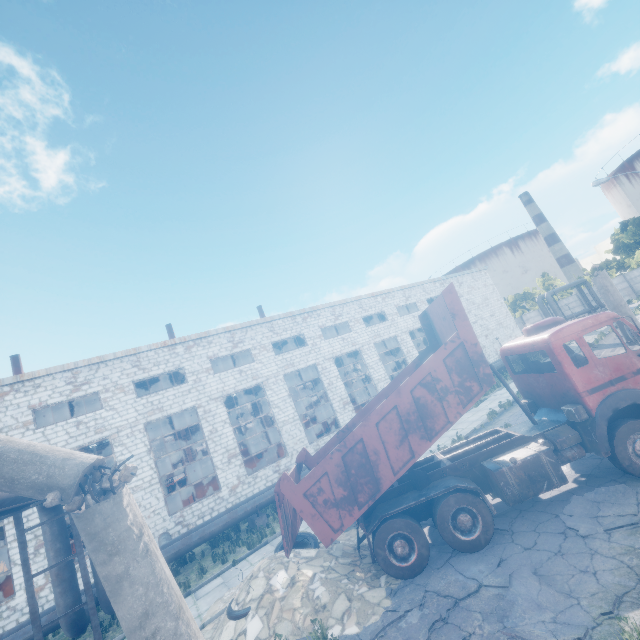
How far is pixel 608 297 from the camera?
9.02m

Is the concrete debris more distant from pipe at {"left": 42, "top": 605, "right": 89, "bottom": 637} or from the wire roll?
pipe at {"left": 42, "top": 605, "right": 89, "bottom": 637}

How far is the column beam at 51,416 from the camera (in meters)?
21.19

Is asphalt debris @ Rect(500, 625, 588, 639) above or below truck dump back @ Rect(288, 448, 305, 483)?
below

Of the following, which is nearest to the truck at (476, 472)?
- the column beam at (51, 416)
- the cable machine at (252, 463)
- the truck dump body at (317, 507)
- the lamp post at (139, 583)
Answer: the truck dump body at (317, 507)

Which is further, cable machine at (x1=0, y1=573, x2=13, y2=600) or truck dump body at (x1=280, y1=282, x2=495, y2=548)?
cable machine at (x1=0, y1=573, x2=13, y2=600)

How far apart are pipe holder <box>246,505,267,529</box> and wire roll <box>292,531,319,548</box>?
5.15m

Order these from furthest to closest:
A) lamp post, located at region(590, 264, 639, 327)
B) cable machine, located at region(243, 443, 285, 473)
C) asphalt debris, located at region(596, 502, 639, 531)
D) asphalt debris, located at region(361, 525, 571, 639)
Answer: cable machine, located at region(243, 443, 285, 473)
lamp post, located at region(590, 264, 639, 327)
asphalt debris, located at region(596, 502, 639, 531)
asphalt debris, located at region(361, 525, 571, 639)
